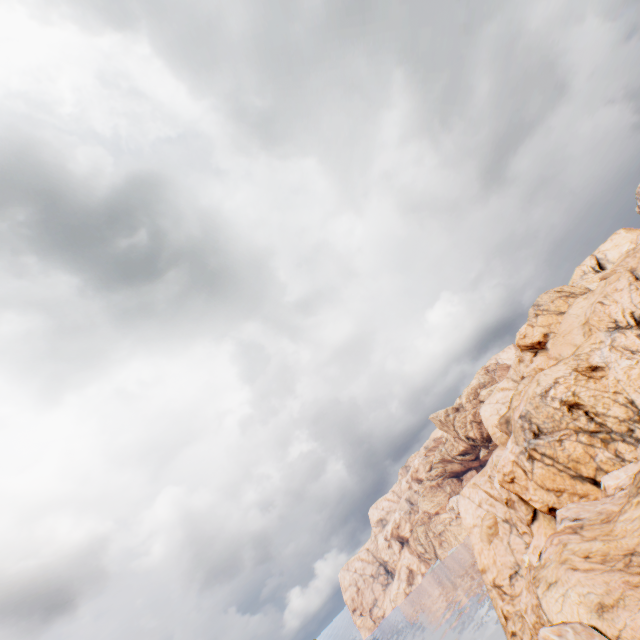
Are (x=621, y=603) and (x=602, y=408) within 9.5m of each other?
no
